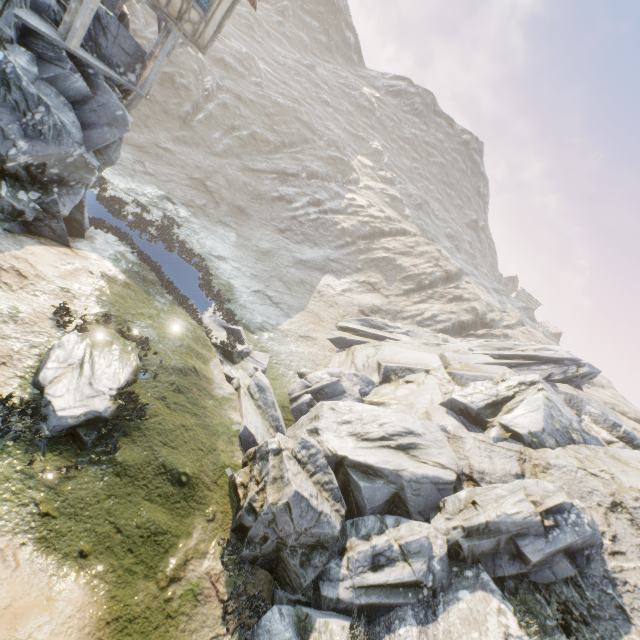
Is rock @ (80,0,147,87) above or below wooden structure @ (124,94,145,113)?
above

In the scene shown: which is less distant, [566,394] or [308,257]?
[566,394]

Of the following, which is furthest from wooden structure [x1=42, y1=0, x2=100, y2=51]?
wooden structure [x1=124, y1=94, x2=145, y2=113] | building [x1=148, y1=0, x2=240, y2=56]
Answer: wooden structure [x1=124, y1=94, x2=145, y2=113]

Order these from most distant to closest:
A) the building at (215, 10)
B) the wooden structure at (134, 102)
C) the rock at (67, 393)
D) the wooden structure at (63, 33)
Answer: the wooden structure at (134, 102) → the building at (215, 10) → the wooden structure at (63, 33) → the rock at (67, 393)

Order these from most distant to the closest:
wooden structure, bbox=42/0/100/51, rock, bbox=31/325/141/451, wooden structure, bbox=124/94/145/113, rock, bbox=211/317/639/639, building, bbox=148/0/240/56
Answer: wooden structure, bbox=124/94/145/113
building, bbox=148/0/240/56
wooden structure, bbox=42/0/100/51
rock, bbox=211/317/639/639
rock, bbox=31/325/141/451

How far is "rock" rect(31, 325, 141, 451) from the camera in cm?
722

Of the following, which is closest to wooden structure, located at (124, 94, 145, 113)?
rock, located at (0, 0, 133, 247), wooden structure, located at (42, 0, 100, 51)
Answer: rock, located at (0, 0, 133, 247)

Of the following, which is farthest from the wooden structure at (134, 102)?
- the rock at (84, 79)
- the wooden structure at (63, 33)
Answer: the wooden structure at (63, 33)
